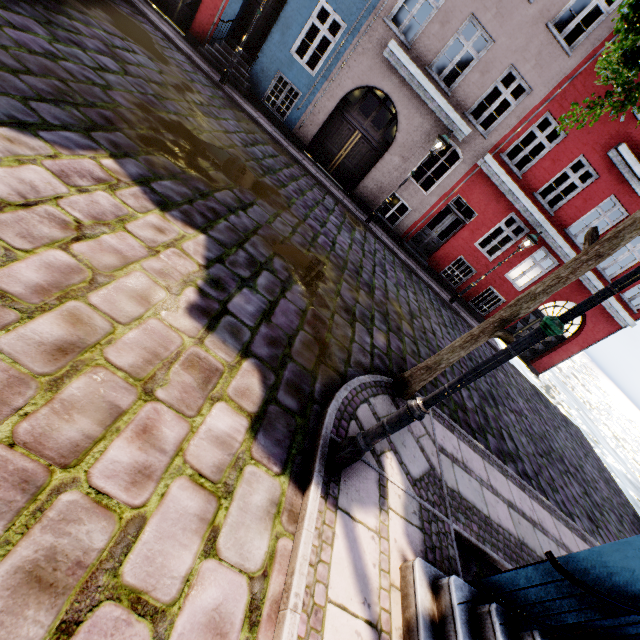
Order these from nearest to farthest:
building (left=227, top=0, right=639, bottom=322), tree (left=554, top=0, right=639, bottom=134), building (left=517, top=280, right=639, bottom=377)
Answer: tree (left=554, top=0, right=639, bottom=134), building (left=227, top=0, right=639, bottom=322), building (left=517, top=280, right=639, bottom=377)

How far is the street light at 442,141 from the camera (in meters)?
10.32

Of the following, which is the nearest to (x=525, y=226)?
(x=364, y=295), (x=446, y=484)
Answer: (x=364, y=295)

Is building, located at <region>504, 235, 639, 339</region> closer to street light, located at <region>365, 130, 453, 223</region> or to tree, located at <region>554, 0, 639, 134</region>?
street light, located at <region>365, 130, 453, 223</region>

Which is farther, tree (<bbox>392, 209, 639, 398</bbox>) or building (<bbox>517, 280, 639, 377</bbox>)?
building (<bbox>517, 280, 639, 377</bbox>)

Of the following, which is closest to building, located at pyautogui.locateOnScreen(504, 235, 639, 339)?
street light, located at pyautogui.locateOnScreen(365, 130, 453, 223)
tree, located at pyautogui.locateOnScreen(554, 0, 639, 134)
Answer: street light, located at pyautogui.locateOnScreen(365, 130, 453, 223)

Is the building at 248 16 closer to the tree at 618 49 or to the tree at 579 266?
the tree at 579 266

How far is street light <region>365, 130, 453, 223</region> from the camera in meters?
10.3 m
